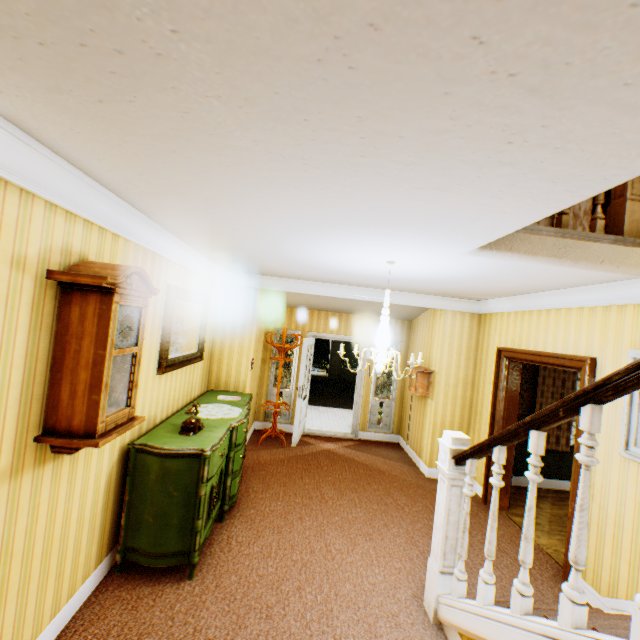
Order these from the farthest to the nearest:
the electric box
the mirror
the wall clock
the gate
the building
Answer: the gate
the electric box
the mirror
the wall clock
the building

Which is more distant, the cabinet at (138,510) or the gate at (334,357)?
the gate at (334,357)

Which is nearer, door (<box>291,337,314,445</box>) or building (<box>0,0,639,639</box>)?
building (<box>0,0,639,639</box>)

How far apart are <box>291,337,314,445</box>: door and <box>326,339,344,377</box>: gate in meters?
12.3

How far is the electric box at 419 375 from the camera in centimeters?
593cm

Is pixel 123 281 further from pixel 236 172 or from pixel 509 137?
pixel 509 137

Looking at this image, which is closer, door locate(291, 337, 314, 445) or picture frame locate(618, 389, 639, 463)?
picture frame locate(618, 389, 639, 463)

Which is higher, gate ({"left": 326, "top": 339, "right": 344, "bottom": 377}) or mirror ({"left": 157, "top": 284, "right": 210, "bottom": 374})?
mirror ({"left": 157, "top": 284, "right": 210, "bottom": 374})
